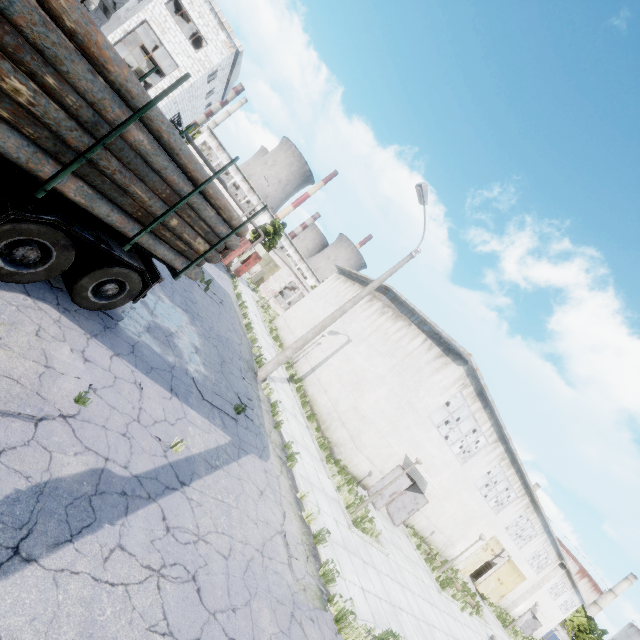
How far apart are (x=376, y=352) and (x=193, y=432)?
13.6 meters

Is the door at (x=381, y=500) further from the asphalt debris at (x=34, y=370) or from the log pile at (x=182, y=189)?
the asphalt debris at (x=34, y=370)

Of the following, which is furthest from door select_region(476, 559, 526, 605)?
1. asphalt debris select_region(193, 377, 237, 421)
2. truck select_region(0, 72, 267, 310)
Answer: truck select_region(0, 72, 267, 310)

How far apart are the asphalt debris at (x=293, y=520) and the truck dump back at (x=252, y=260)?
25.1 meters

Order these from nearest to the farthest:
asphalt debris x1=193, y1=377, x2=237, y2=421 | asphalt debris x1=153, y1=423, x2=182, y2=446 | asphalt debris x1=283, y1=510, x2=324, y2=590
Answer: asphalt debris x1=153, y1=423, x2=182, y2=446 < asphalt debris x1=283, y1=510, x2=324, y2=590 < asphalt debris x1=193, y1=377, x2=237, y2=421

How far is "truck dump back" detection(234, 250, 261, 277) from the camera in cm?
3055

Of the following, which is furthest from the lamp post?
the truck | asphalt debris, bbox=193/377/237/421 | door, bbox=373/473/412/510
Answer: door, bbox=373/473/412/510

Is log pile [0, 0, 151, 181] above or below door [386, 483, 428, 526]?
above
